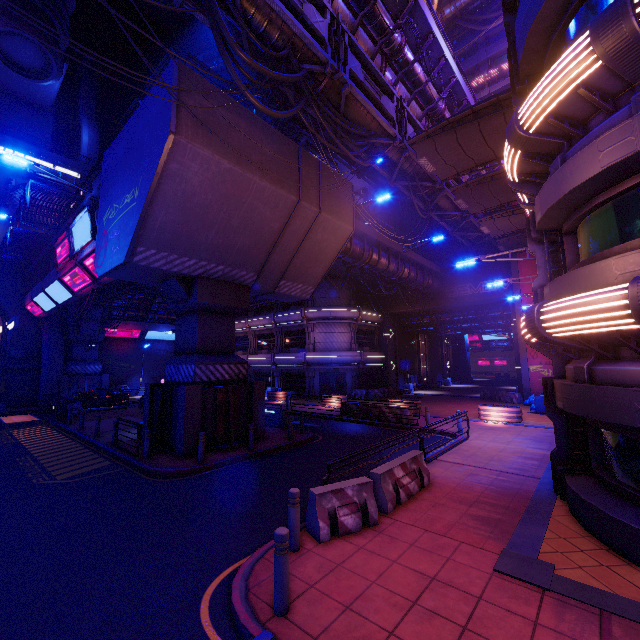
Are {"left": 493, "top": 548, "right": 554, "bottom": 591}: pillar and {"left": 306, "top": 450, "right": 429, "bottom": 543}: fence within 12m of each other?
yes

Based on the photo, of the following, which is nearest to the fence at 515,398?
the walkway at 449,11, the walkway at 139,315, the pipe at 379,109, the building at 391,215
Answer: the pipe at 379,109

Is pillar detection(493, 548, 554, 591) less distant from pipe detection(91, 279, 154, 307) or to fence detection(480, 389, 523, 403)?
pipe detection(91, 279, 154, 307)

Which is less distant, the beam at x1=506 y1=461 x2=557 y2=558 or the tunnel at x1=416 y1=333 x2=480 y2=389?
the beam at x1=506 y1=461 x2=557 y2=558

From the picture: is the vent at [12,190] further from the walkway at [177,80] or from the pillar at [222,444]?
the pillar at [222,444]

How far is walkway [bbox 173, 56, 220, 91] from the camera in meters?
10.7 m

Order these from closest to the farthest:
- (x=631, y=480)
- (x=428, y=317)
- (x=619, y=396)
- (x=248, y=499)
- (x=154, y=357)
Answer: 1. (x=619, y=396)
2. (x=631, y=480)
3. (x=248, y=499)
4. (x=428, y=317)
5. (x=154, y=357)

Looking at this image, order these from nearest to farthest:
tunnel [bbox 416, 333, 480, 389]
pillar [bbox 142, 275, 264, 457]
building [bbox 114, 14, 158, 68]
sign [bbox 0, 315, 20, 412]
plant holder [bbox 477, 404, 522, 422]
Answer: pillar [bbox 142, 275, 264, 457] → plant holder [bbox 477, 404, 522, 422] → sign [bbox 0, 315, 20, 412] → tunnel [bbox 416, 333, 480, 389] → building [bbox 114, 14, 158, 68]
